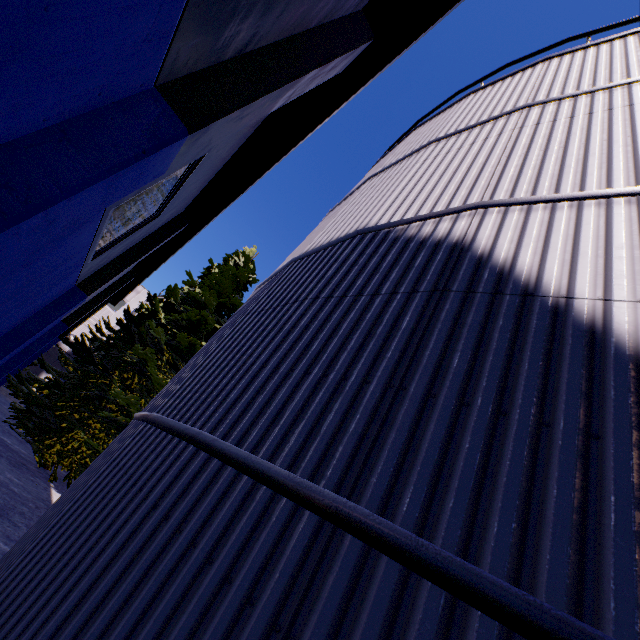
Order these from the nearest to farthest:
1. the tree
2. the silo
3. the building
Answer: the silo < the building < the tree

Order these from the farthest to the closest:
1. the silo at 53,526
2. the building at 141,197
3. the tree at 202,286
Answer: the tree at 202,286
the building at 141,197
the silo at 53,526

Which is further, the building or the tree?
the tree

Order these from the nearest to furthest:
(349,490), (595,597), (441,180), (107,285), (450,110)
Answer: (595,597) < (349,490) < (441,180) < (450,110) < (107,285)

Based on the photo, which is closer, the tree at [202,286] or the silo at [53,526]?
the silo at [53,526]

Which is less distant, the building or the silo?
A: the silo

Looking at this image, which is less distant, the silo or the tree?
the silo
